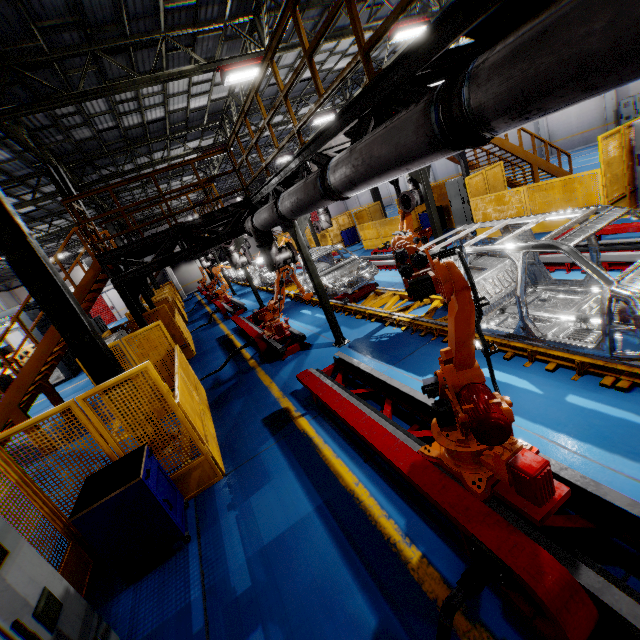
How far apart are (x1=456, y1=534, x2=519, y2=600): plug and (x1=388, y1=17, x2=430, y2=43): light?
15.0m

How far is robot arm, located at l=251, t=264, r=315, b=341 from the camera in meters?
9.3 m

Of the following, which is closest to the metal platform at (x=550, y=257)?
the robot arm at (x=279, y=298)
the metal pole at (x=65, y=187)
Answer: the robot arm at (x=279, y=298)

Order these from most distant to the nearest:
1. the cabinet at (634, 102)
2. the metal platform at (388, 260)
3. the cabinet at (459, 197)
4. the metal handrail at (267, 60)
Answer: the cabinet at (634, 102), the cabinet at (459, 197), the metal platform at (388, 260), the metal handrail at (267, 60)

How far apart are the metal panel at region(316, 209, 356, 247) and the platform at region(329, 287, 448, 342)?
4.6m

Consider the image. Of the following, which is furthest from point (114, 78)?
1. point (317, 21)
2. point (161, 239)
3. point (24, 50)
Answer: point (317, 21)

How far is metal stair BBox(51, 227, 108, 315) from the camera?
8.52m

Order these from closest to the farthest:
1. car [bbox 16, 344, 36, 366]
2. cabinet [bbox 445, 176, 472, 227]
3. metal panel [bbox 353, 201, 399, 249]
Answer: cabinet [bbox 445, 176, 472, 227] < metal panel [bbox 353, 201, 399, 249] < car [bbox 16, 344, 36, 366]
